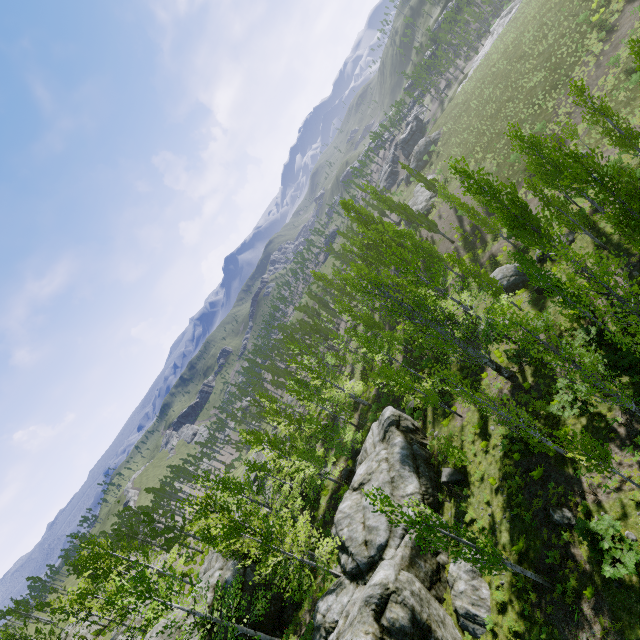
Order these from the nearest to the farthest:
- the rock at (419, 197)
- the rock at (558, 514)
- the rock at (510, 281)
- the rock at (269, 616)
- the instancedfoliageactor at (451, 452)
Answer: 1. the rock at (558, 514)
2. the instancedfoliageactor at (451, 452)
3. the rock at (269, 616)
4. the rock at (510, 281)
5. the rock at (419, 197)

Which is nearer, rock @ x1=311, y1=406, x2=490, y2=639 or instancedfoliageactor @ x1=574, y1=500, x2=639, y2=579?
instancedfoliageactor @ x1=574, y1=500, x2=639, y2=579

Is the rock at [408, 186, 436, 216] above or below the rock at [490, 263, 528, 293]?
above

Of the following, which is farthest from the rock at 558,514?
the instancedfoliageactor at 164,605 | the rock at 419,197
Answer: the rock at 419,197

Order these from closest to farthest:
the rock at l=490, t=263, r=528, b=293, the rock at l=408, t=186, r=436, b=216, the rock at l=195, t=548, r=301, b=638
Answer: the rock at l=195, t=548, r=301, b=638 → the rock at l=490, t=263, r=528, b=293 → the rock at l=408, t=186, r=436, b=216

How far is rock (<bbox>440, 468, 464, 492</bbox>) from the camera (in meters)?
20.08

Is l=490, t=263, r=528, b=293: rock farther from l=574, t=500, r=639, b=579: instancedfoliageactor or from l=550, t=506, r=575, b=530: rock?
l=550, t=506, r=575, b=530: rock

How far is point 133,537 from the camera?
41.1 meters
